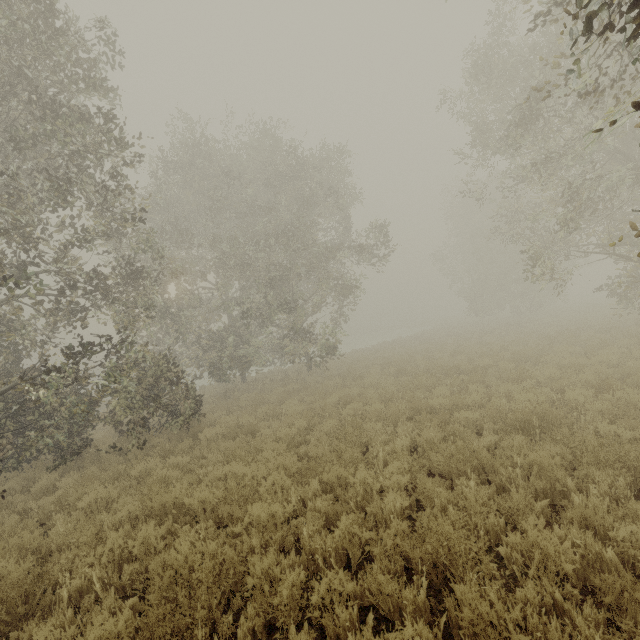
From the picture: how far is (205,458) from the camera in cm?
880
